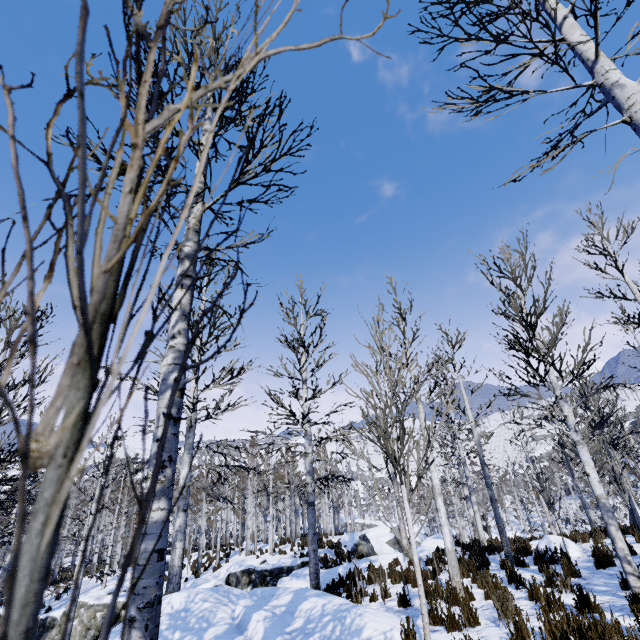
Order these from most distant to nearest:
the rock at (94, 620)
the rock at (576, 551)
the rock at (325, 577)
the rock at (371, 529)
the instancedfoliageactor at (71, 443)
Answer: the rock at (371, 529)
the rock at (94, 620)
the rock at (325, 577)
the rock at (576, 551)
the instancedfoliageactor at (71, 443)

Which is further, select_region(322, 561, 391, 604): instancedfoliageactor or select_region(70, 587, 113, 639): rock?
select_region(70, 587, 113, 639): rock

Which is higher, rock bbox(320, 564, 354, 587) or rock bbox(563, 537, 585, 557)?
rock bbox(563, 537, 585, 557)

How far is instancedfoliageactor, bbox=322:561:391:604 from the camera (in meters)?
8.00

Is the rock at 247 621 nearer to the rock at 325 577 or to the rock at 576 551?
the rock at 325 577

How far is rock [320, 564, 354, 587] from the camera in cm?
1132

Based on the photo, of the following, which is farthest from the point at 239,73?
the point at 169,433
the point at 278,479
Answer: the point at 278,479

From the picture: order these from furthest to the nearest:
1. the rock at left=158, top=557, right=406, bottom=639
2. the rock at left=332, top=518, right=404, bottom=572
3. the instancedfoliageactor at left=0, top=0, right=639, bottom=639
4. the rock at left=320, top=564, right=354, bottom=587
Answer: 1. the rock at left=332, top=518, right=404, bottom=572
2. the rock at left=320, top=564, right=354, bottom=587
3. the rock at left=158, top=557, right=406, bottom=639
4. the instancedfoliageactor at left=0, top=0, right=639, bottom=639
